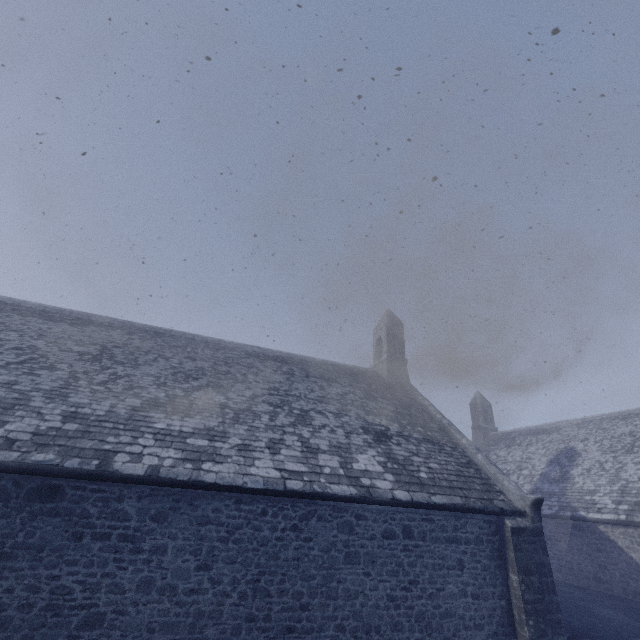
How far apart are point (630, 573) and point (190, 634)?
18.1m
